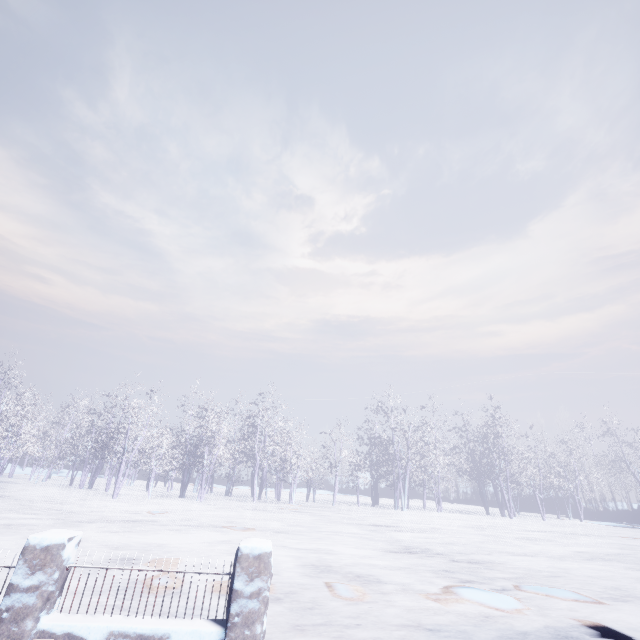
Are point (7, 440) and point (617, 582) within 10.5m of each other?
no
